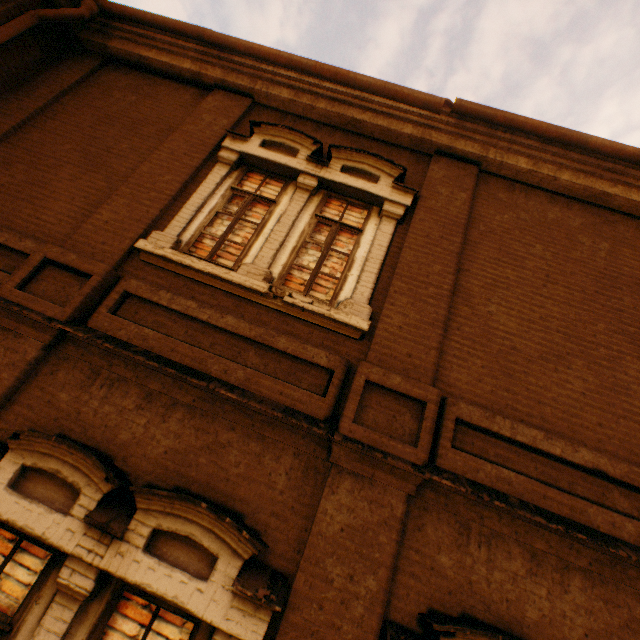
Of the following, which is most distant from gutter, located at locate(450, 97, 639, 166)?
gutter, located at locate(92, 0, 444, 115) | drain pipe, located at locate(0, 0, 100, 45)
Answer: drain pipe, located at locate(0, 0, 100, 45)

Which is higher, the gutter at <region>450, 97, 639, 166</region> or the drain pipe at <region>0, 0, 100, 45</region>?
the gutter at <region>450, 97, 639, 166</region>

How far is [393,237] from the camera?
4.5m

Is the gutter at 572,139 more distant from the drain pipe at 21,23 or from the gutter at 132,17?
the drain pipe at 21,23

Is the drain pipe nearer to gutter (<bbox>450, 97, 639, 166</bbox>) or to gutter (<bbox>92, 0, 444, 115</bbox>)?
gutter (<bbox>92, 0, 444, 115</bbox>)
